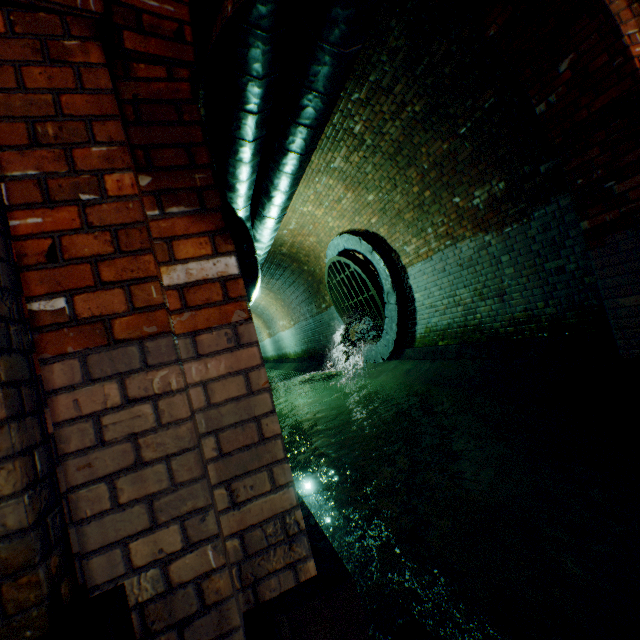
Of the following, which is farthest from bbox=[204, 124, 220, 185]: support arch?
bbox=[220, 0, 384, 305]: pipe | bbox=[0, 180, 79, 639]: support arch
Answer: bbox=[0, 180, 79, 639]: support arch

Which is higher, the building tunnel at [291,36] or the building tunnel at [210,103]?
the building tunnel at [210,103]

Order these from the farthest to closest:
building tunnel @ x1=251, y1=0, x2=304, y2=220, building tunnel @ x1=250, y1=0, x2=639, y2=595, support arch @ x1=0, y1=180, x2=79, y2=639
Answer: building tunnel @ x1=251, y1=0, x2=304, y2=220 → building tunnel @ x1=250, y1=0, x2=639, y2=595 → support arch @ x1=0, y1=180, x2=79, y2=639

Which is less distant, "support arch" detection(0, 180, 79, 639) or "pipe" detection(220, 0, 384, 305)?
"support arch" detection(0, 180, 79, 639)

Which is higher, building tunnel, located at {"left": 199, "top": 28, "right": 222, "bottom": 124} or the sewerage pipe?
building tunnel, located at {"left": 199, "top": 28, "right": 222, "bottom": 124}

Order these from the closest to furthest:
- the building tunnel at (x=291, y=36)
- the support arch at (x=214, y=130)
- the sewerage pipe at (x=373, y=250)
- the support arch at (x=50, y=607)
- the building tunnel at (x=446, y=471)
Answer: the support arch at (x=50, y=607) → the building tunnel at (x=446, y=471) → the building tunnel at (x=291, y=36) → the support arch at (x=214, y=130) → the sewerage pipe at (x=373, y=250)

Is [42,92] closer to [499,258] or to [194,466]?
[194,466]

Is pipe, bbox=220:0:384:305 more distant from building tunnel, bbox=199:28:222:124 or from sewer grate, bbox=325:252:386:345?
sewer grate, bbox=325:252:386:345
